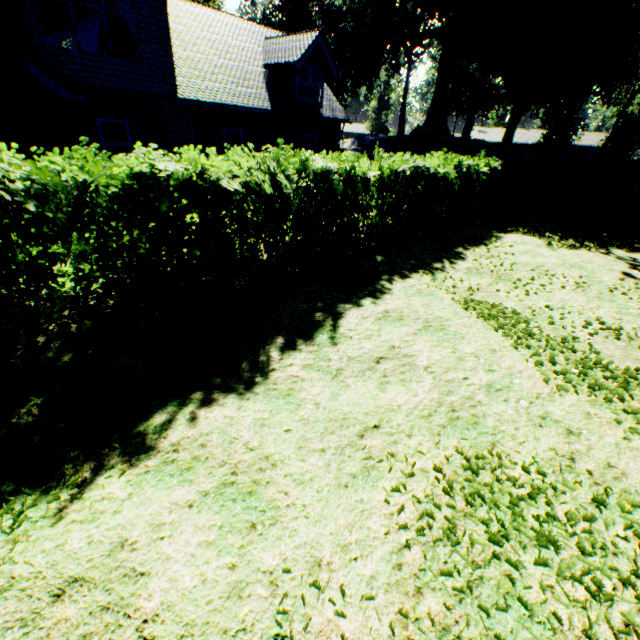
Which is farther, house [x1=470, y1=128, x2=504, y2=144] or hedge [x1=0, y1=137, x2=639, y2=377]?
house [x1=470, y1=128, x2=504, y2=144]

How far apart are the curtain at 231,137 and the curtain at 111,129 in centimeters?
396cm

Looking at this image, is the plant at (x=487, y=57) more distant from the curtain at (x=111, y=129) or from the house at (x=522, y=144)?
the curtain at (x=111, y=129)

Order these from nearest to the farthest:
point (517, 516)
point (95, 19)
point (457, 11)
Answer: point (517, 516), point (95, 19), point (457, 11)

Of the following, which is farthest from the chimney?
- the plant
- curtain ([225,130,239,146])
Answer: the plant

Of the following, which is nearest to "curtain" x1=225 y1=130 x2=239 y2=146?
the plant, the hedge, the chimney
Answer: the chimney
